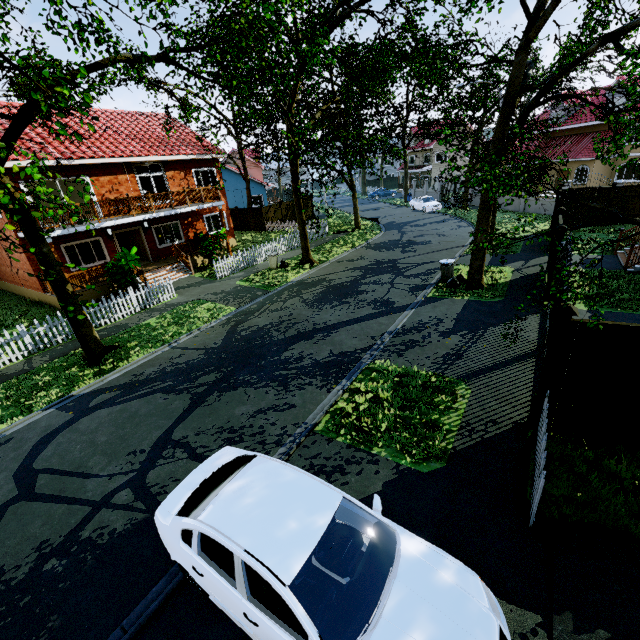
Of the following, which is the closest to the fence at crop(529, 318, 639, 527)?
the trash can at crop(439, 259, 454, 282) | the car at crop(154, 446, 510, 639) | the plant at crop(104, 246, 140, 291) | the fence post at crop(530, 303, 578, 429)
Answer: the fence post at crop(530, 303, 578, 429)

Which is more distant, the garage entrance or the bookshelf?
the bookshelf

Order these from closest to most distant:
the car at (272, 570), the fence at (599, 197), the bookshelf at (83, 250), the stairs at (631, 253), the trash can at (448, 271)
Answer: the car at (272, 570) < the stairs at (631, 253) < the trash can at (448, 271) < the fence at (599, 197) < the bookshelf at (83, 250)

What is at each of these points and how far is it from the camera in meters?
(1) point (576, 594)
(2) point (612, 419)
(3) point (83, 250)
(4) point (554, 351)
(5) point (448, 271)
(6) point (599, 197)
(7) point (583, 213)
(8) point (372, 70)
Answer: (1) garage entrance, 3.8
(2) fence, 5.5
(3) bookshelf, 19.4
(4) fence post, 5.5
(5) trash can, 14.1
(6) fence, 18.9
(7) fence, 19.5
(8) tree, 16.6

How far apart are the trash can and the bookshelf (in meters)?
20.18

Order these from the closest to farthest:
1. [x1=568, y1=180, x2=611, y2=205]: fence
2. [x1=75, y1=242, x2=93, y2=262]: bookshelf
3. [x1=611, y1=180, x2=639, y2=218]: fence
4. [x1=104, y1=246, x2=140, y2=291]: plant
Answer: [x1=104, y1=246, x2=140, y2=291]: plant → [x1=611, y1=180, x2=639, y2=218]: fence → [x1=568, y1=180, x2=611, y2=205]: fence → [x1=75, y1=242, x2=93, y2=262]: bookshelf

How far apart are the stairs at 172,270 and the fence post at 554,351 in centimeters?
1772cm

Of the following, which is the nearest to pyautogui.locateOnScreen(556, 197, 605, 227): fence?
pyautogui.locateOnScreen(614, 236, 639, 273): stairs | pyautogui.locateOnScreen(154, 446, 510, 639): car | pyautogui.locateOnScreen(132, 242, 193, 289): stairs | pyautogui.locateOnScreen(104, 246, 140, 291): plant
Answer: pyautogui.locateOnScreen(154, 446, 510, 639): car
